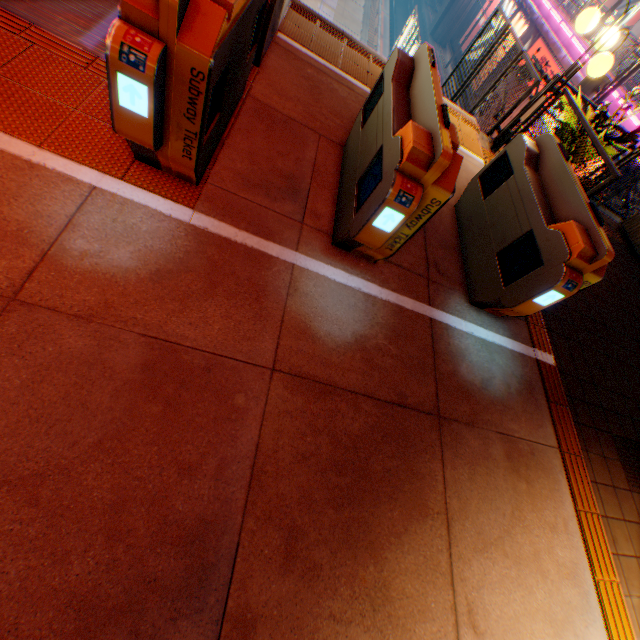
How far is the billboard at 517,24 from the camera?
20.94m

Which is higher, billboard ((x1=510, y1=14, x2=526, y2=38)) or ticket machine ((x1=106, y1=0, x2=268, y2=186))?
ticket machine ((x1=106, y1=0, x2=268, y2=186))

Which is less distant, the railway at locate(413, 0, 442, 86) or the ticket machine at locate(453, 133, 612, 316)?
the ticket machine at locate(453, 133, 612, 316)

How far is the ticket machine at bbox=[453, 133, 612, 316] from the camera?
2.78m

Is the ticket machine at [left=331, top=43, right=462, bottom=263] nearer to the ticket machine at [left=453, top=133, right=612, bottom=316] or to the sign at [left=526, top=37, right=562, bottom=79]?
the ticket machine at [left=453, top=133, right=612, bottom=316]

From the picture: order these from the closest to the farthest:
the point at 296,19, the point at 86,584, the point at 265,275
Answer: the point at 86,584, the point at 265,275, the point at 296,19

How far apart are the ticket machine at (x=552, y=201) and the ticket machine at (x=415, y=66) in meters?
1.2 m

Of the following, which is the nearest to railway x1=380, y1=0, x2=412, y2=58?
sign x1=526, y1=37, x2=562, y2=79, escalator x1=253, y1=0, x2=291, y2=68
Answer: sign x1=526, y1=37, x2=562, y2=79
